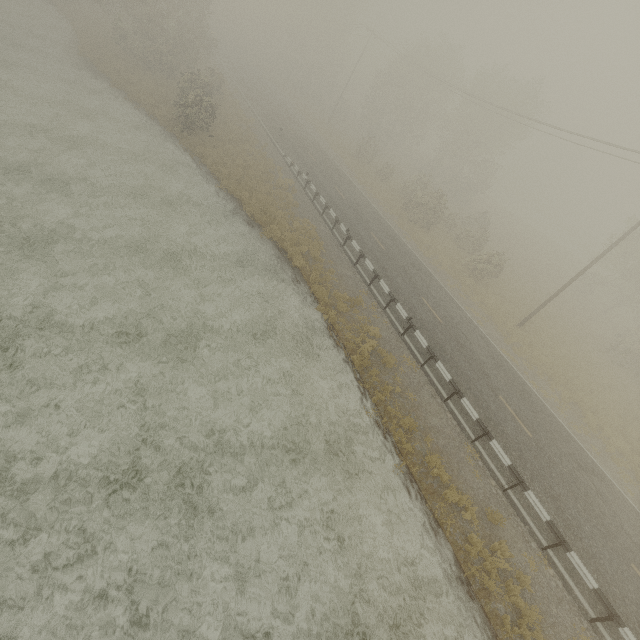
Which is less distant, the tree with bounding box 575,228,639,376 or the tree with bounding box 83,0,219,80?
the tree with bounding box 575,228,639,376

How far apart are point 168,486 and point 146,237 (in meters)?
11.89

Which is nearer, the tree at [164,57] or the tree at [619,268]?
the tree at [619,268]
